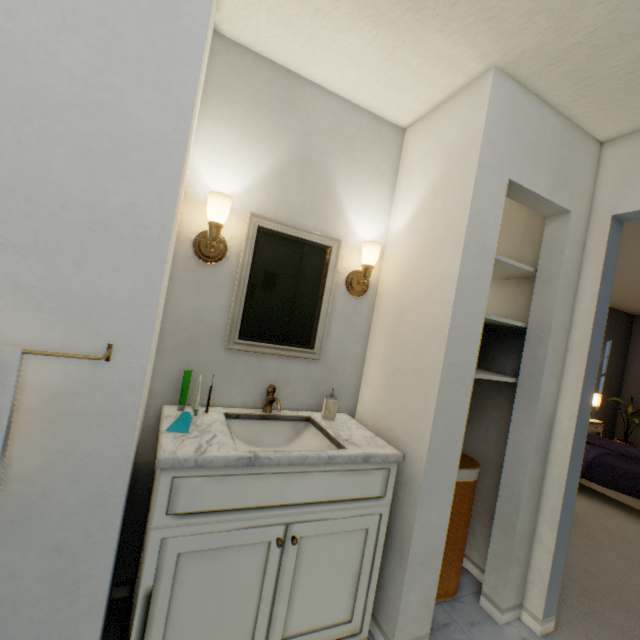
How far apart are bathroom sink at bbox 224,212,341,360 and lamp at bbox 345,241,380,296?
0.2m

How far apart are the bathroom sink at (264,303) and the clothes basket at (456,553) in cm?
91

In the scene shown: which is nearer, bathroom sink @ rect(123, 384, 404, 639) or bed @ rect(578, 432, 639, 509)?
bathroom sink @ rect(123, 384, 404, 639)

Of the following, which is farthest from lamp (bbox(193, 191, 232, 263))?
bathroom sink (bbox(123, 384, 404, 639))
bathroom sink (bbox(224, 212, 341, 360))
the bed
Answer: the bed

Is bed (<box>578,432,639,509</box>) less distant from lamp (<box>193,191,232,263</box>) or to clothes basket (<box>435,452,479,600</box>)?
clothes basket (<box>435,452,479,600</box>)

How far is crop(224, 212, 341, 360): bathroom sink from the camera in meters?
1.5

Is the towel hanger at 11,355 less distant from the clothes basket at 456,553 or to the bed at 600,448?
the clothes basket at 456,553

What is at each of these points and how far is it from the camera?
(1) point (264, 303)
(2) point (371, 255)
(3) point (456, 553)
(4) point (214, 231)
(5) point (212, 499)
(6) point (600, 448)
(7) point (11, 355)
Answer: (1) bathroom sink, 1.6 meters
(2) lamp, 1.7 meters
(3) clothes basket, 1.7 meters
(4) lamp, 1.4 meters
(5) bathroom sink, 1.0 meters
(6) bed, 3.8 meters
(7) towel hanger, 0.7 meters
